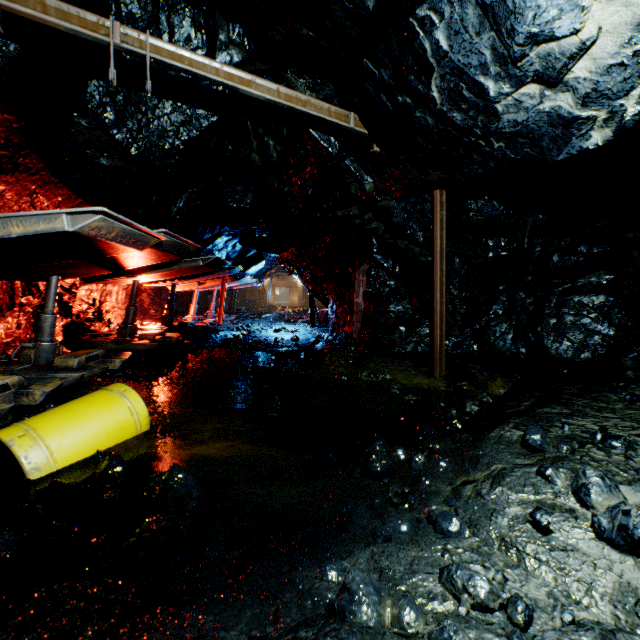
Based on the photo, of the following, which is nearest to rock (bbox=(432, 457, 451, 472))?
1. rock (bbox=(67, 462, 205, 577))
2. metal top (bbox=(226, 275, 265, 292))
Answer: rock (bbox=(67, 462, 205, 577))

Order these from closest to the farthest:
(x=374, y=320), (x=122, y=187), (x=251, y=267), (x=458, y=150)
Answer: (x=458, y=150) → (x=122, y=187) → (x=374, y=320) → (x=251, y=267)

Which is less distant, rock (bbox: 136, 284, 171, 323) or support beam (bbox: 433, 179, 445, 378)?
support beam (bbox: 433, 179, 445, 378)

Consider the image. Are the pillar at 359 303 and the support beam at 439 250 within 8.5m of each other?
yes

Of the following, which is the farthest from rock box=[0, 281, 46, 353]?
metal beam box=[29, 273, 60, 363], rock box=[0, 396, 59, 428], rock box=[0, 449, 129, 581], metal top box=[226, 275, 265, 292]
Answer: rock box=[0, 396, 59, 428]

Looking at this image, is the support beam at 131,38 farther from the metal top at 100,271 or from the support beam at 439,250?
the support beam at 439,250

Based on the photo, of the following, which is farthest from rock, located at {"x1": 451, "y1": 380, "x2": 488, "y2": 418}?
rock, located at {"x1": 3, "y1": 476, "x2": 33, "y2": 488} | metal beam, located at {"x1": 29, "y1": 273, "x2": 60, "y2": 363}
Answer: metal beam, located at {"x1": 29, "y1": 273, "x2": 60, "y2": 363}

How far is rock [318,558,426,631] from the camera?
1.44m
